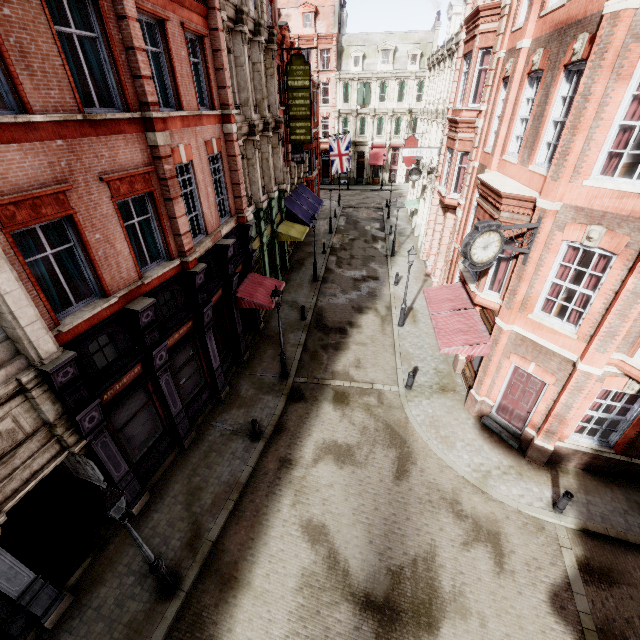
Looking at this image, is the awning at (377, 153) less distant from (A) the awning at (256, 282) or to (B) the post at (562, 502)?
(A) the awning at (256, 282)

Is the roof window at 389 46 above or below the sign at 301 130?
above

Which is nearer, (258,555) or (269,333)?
(258,555)

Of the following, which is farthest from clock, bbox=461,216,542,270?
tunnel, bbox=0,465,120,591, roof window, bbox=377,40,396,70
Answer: roof window, bbox=377,40,396,70

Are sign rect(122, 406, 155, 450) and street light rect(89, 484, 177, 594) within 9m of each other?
yes

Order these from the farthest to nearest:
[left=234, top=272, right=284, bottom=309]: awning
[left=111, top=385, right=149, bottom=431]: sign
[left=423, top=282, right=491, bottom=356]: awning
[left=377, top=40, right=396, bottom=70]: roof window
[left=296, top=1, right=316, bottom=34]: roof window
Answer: [left=377, top=40, right=396, bottom=70]: roof window, [left=296, top=1, right=316, bottom=34]: roof window, [left=234, top=272, right=284, bottom=309]: awning, [left=423, top=282, right=491, bottom=356]: awning, [left=111, top=385, right=149, bottom=431]: sign

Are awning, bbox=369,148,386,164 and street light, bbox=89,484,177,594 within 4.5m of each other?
no

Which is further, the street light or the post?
the post
